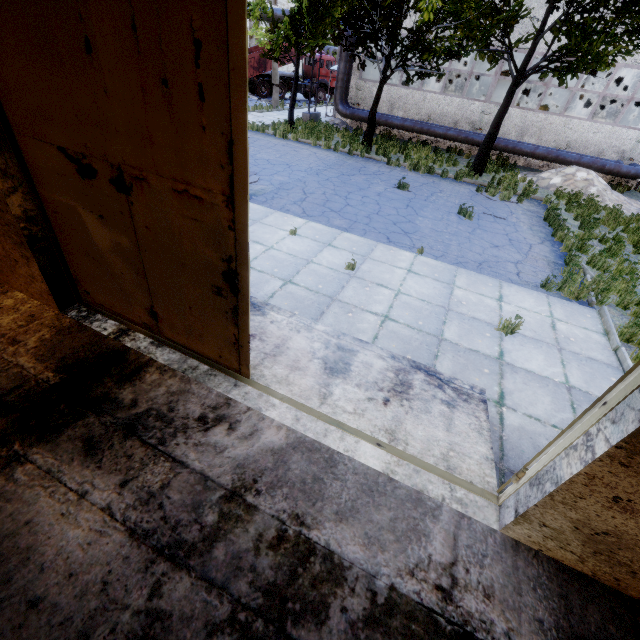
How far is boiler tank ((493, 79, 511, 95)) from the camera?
25.7m

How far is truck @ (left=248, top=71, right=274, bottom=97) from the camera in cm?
2792

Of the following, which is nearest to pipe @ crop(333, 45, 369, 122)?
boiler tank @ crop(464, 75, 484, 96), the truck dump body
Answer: the truck dump body

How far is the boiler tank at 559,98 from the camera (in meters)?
24.80

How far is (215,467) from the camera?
2.95m

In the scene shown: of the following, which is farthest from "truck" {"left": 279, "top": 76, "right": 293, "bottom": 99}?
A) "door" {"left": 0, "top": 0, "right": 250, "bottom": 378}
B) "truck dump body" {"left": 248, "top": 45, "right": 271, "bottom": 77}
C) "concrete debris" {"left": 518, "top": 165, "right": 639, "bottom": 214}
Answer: "door" {"left": 0, "top": 0, "right": 250, "bottom": 378}

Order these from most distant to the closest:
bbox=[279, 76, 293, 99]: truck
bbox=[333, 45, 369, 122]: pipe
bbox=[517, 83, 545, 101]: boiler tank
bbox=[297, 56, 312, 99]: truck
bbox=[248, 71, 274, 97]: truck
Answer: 1. bbox=[297, 56, 312, 99]: truck
2. bbox=[279, 76, 293, 99]: truck
3. bbox=[248, 71, 274, 97]: truck
4. bbox=[517, 83, 545, 101]: boiler tank
5. bbox=[333, 45, 369, 122]: pipe

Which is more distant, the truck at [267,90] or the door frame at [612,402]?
the truck at [267,90]
